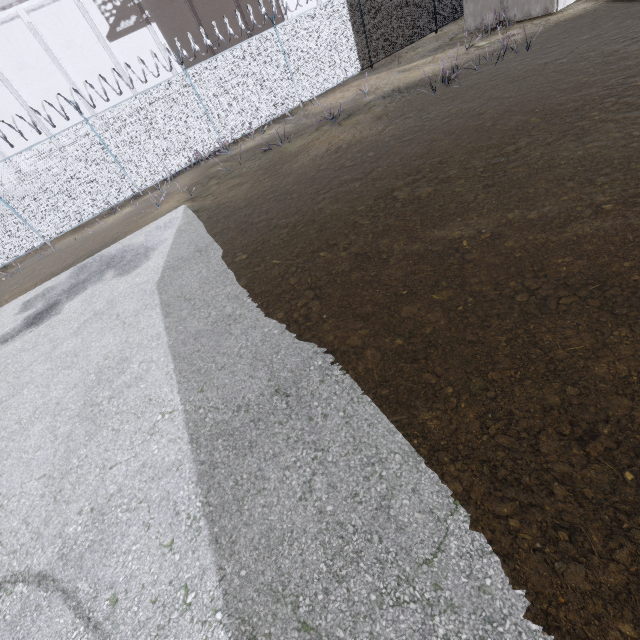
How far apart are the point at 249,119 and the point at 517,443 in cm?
1554
